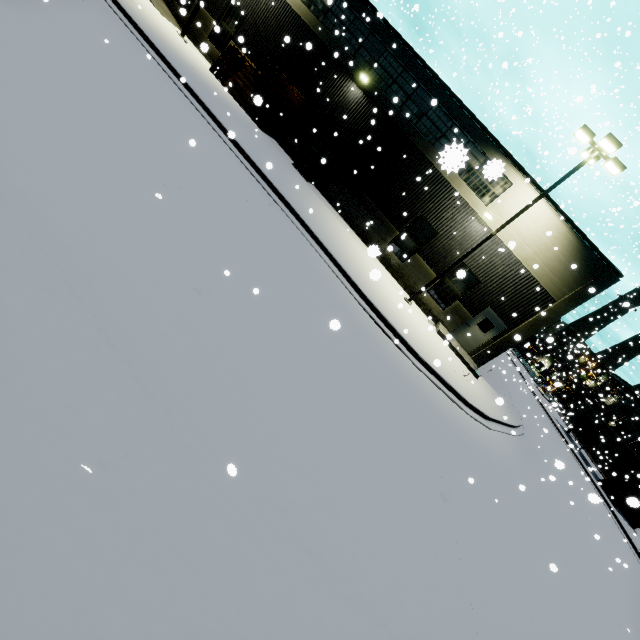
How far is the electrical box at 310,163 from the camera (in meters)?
17.77

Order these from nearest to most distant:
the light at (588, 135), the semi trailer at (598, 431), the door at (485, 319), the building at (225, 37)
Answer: the light at (588, 135), the building at (225, 37), the door at (485, 319), the semi trailer at (598, 431)

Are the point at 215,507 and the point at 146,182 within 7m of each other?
yes

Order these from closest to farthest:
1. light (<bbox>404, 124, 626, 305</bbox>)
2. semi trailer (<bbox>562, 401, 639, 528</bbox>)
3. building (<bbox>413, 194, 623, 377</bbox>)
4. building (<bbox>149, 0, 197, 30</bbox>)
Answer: light (<bbox>404, 124, 626, 305</bbox>) < building (<bbox>413, 194, 623, 377</bbox>) < building (<bbox>149, 0, 197, 30</bbox>) < semi trailer (<bbox>562, 401, 639, 528</bbox>)

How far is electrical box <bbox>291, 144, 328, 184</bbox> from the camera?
17.8 meters

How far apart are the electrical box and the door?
11.81m

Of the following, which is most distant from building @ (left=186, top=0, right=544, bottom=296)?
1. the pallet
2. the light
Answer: the light

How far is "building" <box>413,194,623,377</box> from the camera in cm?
1539
